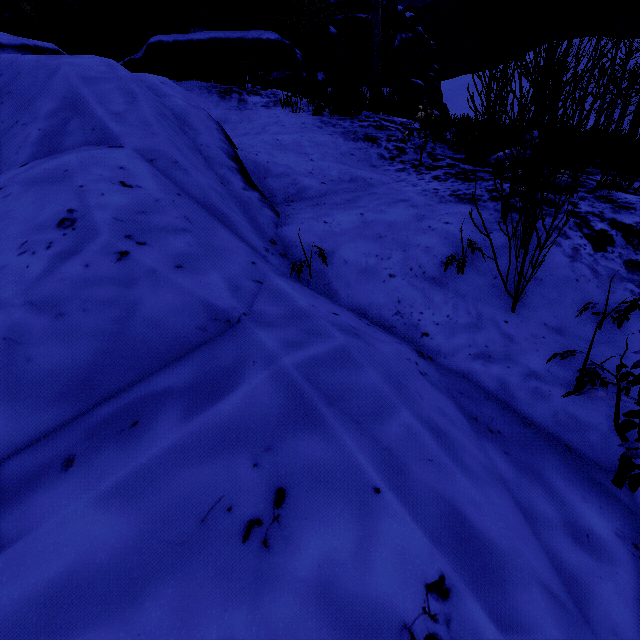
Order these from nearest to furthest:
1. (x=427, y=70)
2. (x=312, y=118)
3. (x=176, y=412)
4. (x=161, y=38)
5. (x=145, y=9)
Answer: (x=176, y=412), (x=312, y=118), (x=161, y=38), (x=145, y=9), (x=427, y=70)

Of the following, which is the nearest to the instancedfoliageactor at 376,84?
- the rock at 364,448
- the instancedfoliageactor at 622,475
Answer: the rock at 364,448

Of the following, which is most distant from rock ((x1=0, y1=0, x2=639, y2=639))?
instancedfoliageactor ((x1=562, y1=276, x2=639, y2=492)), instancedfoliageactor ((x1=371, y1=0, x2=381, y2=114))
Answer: instancedfoliageactor ((x1=371, y1=0, x2=381, y2=114))

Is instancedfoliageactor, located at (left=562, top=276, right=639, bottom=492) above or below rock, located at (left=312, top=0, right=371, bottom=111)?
below

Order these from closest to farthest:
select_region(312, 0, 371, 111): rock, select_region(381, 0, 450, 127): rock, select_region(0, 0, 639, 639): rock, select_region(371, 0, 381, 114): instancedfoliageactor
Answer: select_region(0, 0, 639, 639): rock
select_region(371, 0, 381, 114): instancedfoliageactor
select_region(312, 0, 371, 111): rock
select_region(381, 0, 450, 127): rock

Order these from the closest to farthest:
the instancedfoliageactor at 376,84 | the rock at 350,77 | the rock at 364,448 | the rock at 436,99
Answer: the rock at 364,448 → the instancedfoliageactor at 376,84 → the rock at 350,77 → the rock at 436,99

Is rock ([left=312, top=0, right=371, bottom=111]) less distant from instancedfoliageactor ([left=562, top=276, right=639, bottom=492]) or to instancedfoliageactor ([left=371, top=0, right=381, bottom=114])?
instancedfoliageactor ([left=562, top=276, right=639, bottom=492])
